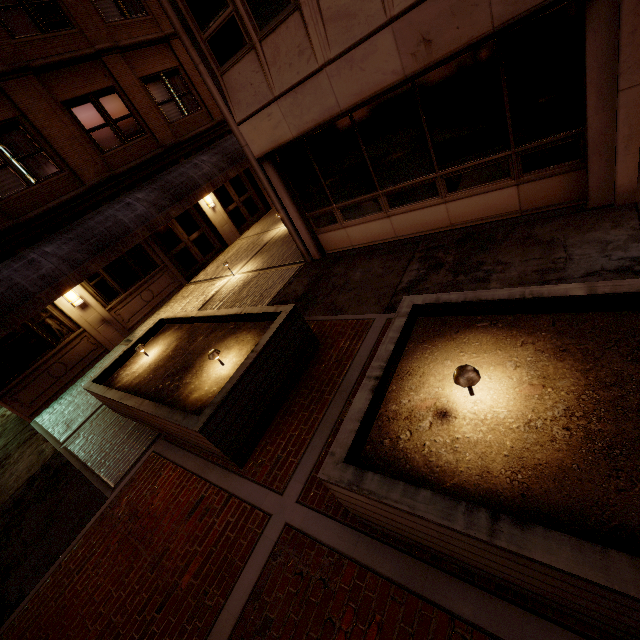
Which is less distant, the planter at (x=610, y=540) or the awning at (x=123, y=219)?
the planter at (x=610, y=540)

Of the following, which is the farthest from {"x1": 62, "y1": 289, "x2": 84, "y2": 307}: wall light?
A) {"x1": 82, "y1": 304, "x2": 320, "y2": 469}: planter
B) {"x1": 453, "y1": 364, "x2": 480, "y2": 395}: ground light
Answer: {"x1": 453, "y1": 364, "x2": 480, "y2": 395}: ground light

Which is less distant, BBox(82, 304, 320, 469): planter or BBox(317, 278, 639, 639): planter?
BBox(317, 278, 639, 639): planter

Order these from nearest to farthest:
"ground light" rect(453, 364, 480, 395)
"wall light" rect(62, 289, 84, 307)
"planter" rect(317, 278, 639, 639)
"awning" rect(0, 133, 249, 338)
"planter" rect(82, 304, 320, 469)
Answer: "planter" rect(317, 278, 639, 639) < "ground light" rect(453, 364, 480, 395) < "planter" rect(82, 304, 320, 469) < "awning" rect(0, 133, 249, 338) < "wall light" rect(62, 289, 84, 307)

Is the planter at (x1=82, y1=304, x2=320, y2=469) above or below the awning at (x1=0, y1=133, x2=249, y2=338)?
below

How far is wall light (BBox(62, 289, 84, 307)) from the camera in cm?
1066

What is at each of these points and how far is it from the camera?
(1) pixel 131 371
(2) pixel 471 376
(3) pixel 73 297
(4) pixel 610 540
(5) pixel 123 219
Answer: (1) planter, 7.2 meters
(2) ground light, 2.7 meters
(3) wall light, 10.8 meters
(4) planter, 1.9 meters
(5) awning, 10.9 meters

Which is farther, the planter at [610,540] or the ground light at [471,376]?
the ground light at [471,376]
